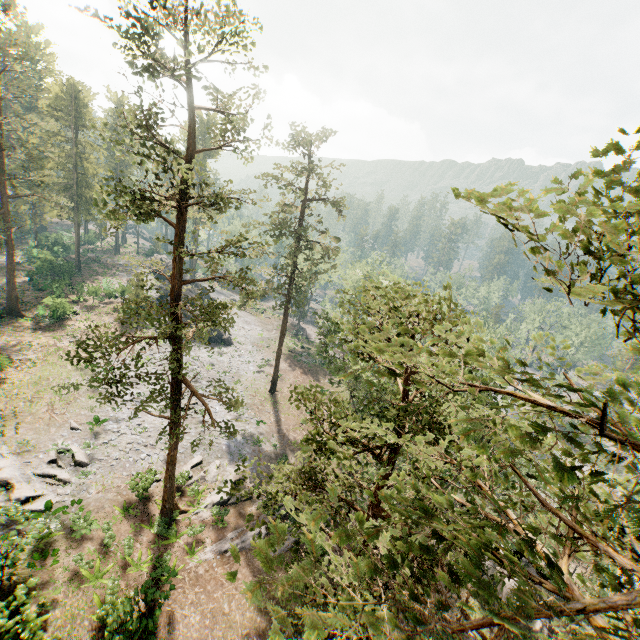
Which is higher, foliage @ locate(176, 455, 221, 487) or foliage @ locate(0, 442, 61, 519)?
foliage @ locate(0, 442, 61, 519)

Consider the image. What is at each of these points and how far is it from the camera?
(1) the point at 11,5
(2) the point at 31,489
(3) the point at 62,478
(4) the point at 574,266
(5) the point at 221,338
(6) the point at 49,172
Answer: (1) foliage, 30.1m
(2) foliage, 20.1m
(3) foliage, 21.4m
(4) foliage, 3.9m
(5) rock, 47.9m
(6) foliage, 36.6m

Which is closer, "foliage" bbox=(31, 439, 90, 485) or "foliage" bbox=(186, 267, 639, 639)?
"foliage" bbox=(186, 267, 639, 639)

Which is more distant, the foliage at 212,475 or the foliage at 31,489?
the foliage at 212,475

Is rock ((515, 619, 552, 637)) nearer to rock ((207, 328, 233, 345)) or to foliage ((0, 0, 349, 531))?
foliage ((0, 0, 349, 531))

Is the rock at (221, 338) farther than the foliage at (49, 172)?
Yes

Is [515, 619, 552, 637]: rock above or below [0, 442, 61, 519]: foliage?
below

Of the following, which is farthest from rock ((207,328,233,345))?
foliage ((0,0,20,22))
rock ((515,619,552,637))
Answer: rock ((515,619,552,637))
